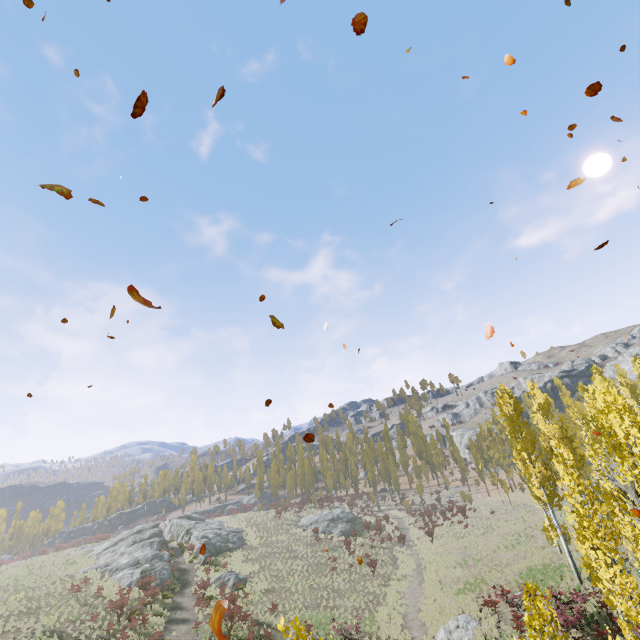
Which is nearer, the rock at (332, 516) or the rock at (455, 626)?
the rock at (455, 626)

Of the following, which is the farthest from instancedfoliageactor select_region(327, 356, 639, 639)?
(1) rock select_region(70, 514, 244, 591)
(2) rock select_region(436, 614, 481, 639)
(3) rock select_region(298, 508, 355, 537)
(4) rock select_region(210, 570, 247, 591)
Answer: (1) rock select_region(70, 514, 244, 591)

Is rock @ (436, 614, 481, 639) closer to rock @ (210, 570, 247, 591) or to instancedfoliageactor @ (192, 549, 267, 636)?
instancedfoliageactor @ (192, 549, 267, 636)

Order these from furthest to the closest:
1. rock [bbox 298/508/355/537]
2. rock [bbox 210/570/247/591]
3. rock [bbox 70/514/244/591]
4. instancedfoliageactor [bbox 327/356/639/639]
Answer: rock [bbox 298/508/355/537] → rock [bbox 70/514/244/591] → rock [bbox 210/570/247/591] → instancedfoliageactor [bbox 327/356/639/639]

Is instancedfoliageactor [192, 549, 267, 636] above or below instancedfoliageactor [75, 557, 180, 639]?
below

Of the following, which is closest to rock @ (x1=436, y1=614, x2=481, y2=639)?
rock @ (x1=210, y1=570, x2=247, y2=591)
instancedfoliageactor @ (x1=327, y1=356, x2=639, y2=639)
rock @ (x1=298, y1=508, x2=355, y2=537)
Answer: instancedfoliageactor @ (x1=327, y1=356, x2=639, y2=639)

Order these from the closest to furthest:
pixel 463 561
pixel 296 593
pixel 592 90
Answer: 1. pixel 592 90
2. pixel 296 593
3. pixel 463 561

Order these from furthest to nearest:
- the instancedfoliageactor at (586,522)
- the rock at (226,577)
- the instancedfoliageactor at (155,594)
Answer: the rock at (226,577) < the instancedfoliageactor at (155,594) < the instancedfoliageactor at (586,522)
